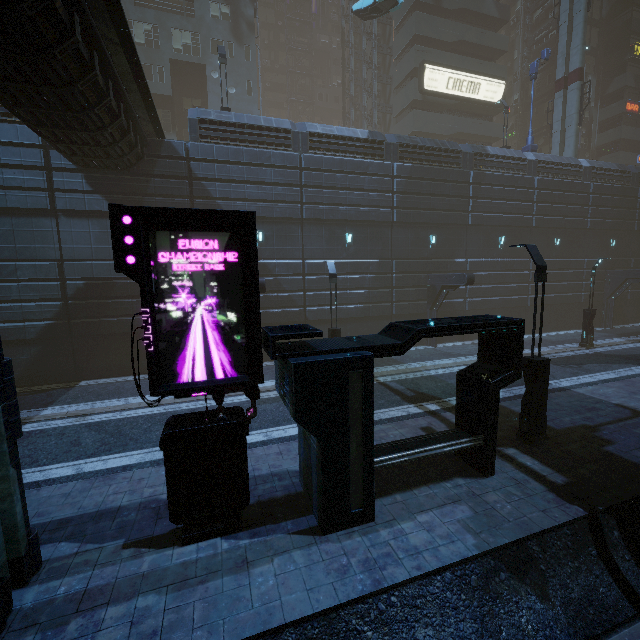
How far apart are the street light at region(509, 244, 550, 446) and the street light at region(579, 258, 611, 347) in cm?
1510

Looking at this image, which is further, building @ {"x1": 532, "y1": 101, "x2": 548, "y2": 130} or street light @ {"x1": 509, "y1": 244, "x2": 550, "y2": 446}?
building @ {"x1": 532, "y1": 101, "x2": 548, "y2": 130}

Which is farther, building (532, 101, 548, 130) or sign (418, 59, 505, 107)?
building (532, 101, 548, 130)

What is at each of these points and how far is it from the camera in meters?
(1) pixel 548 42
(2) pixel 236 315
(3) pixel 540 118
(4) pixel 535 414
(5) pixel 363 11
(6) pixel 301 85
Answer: (1) building, 41.3
(2) sign, 5.9
(3) building, 42.9
(4) street light, 8.9
(5) car, 25.2
(6) building, 54.9

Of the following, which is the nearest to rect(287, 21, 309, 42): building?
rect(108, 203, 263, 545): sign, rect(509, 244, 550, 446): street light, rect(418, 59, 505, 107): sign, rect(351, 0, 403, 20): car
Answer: rect(418, 59, 505, 107): sign

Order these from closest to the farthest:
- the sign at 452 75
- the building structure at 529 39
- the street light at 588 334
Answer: the street light at 588 334, the sign at 452 75, the building structure at 529 39

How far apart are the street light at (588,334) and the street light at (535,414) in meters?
15.1 m

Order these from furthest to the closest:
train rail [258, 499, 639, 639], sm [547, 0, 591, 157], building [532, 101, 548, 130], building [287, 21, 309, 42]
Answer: building [287, 21, 309, 42] → building [532, 101, 548, 130] → sm [547, 0, 591, 157] → train rail [258, 499, 639, 639]
